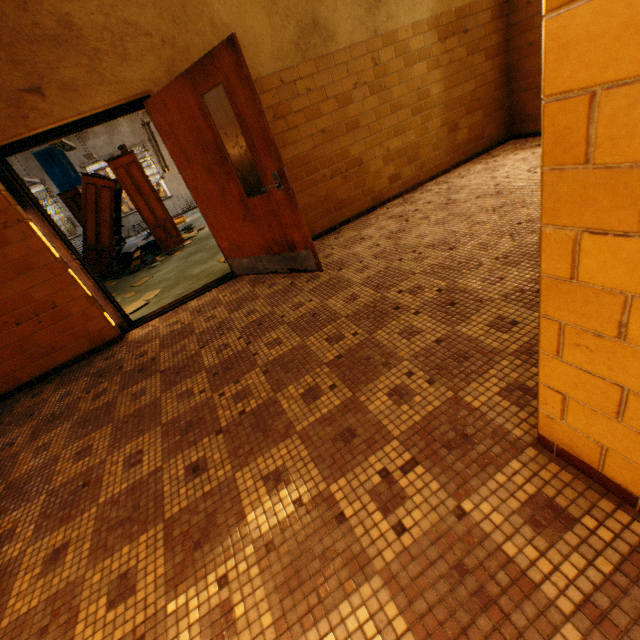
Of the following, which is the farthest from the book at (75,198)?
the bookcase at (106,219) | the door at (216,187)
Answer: the door at (216,187)

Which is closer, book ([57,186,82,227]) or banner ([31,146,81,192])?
book ([57,186,82,227])

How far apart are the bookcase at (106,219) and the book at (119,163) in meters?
0.0 m

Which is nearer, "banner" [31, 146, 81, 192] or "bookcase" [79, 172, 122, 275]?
"bookcase" [79, 172, 122, 275]

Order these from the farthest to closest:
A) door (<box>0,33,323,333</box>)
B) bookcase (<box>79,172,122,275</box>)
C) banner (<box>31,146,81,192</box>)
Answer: banner (<box>31,146,81,192</box>), bookcase (<box>79,172,122,275</box>), door (<box>0,33,323,333</box>)

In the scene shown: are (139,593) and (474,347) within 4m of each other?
yes

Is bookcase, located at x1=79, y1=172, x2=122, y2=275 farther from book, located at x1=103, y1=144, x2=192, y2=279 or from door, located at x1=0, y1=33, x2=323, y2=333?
door, located at x1=0, y1=33, x2=323, y2=333

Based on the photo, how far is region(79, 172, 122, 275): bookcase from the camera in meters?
7.0
